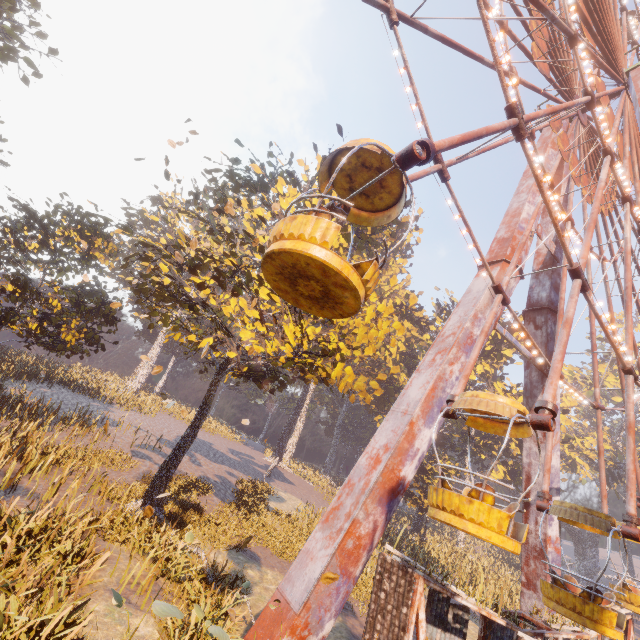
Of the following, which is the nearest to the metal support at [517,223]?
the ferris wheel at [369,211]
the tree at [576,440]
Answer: the ferris wheel at [369,211]

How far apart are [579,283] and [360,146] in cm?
733

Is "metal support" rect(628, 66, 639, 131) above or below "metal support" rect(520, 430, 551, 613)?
above

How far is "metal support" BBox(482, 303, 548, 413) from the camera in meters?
13.0 m

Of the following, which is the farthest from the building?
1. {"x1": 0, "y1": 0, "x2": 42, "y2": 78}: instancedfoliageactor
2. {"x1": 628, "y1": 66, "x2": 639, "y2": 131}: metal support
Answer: {"x1": 0, "y1": 0, "x2": 42, "y2": 78}: instancedfoliageactor

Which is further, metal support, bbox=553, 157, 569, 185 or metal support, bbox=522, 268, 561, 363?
metal support, bbox=553, 157, 569, 185

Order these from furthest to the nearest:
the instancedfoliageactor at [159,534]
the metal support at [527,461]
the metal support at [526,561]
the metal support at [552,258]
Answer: the metal support at [552,258]
the metal support at [527,461]
the metal support at [526,561]
the instancedfoliageactor at [159,534]
